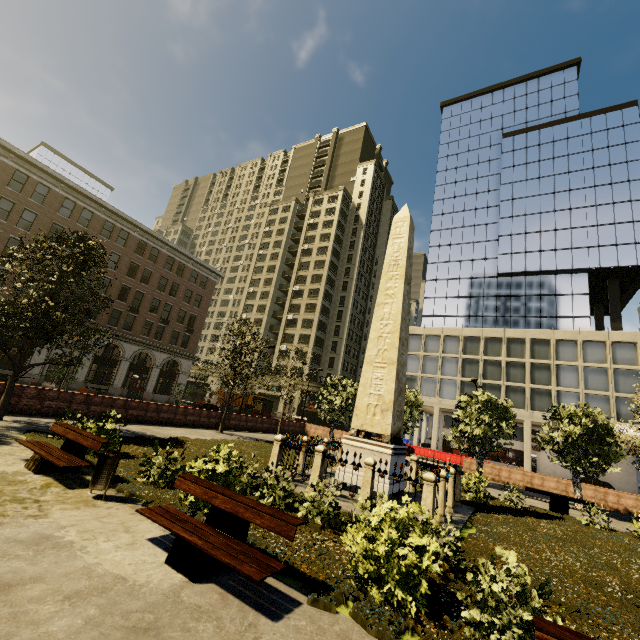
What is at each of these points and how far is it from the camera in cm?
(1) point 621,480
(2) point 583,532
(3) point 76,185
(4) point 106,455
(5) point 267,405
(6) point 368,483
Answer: (1) building, 3478
(2) plant, 1159
(3) building, 3262
(4) dumpster, 662
(5) phone booth, 2862
(6) fence, 917

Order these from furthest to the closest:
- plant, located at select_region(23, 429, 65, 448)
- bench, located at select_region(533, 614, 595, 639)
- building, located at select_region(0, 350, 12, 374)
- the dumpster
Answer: building, located at select_region(0, 350, 12, 374) → plant, located at select_region(23, 429, 65, 448) → the dumpster → bench, located at select_region(533, 614, 595, 639)

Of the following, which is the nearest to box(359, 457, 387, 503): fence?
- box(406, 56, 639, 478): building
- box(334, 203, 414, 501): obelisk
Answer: box(334, 203, 414, 501): obelisk

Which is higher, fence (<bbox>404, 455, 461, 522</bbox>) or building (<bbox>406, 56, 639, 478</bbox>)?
building (<bbox>406, 56, 639, 478</bbox>)

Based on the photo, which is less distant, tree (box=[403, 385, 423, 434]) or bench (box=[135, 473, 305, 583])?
bench (box=[135, 473, 305, 583])

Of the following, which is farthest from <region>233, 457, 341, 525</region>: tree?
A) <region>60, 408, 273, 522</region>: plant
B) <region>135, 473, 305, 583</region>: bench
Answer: <region>135, 473, 305, 583</region>: bench

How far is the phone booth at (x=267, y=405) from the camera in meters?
28.2 m

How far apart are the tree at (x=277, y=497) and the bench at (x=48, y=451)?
3.9 meters
